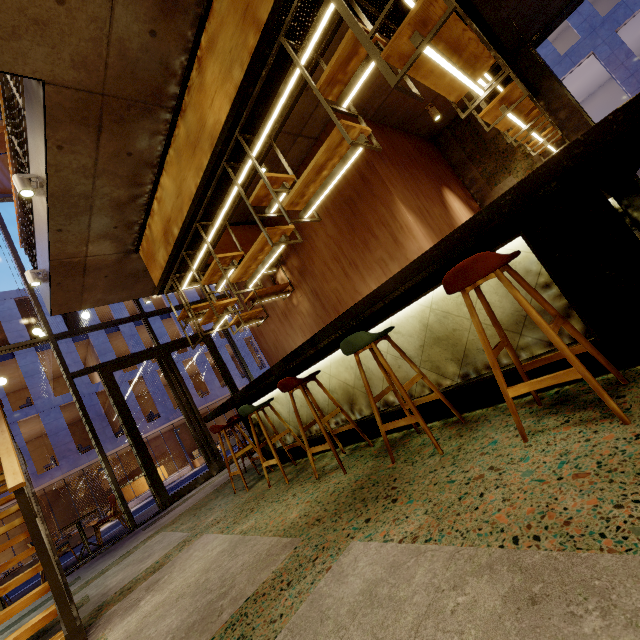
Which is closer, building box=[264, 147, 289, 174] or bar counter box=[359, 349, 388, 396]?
bar counter box=[359, 349, 388, 396]

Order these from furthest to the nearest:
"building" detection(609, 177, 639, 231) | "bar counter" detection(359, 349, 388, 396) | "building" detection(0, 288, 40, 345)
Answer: "building" detection(0, 288, 40, 345), "building" detection(609, 177, 639, 231), "bar counter" detection(359, 349, 388, 396)

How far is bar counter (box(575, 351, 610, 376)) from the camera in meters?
1.9 m

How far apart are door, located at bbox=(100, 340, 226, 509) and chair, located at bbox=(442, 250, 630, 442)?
7.8 meters

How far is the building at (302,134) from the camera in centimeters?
503cm

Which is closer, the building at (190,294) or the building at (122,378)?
the building at (122,378)

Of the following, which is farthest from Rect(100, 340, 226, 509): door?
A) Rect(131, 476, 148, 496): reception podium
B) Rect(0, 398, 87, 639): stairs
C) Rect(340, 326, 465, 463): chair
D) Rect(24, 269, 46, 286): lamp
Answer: Rect(131, 476, 148, 496): reception podium

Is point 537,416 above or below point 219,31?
below
